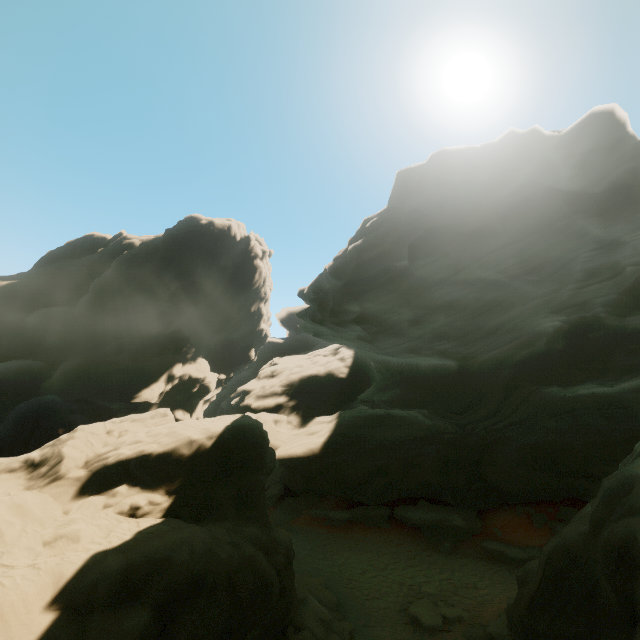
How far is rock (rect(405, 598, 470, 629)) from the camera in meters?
11.9

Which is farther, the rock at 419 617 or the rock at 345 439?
the rock at 419 617

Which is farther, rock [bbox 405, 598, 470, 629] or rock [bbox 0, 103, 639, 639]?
rock [bbox 405, 598, 470, 629]

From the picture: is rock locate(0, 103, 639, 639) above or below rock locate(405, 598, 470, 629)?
above

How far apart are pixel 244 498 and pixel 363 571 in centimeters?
906cm

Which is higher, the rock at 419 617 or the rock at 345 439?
the rock at 345 439
